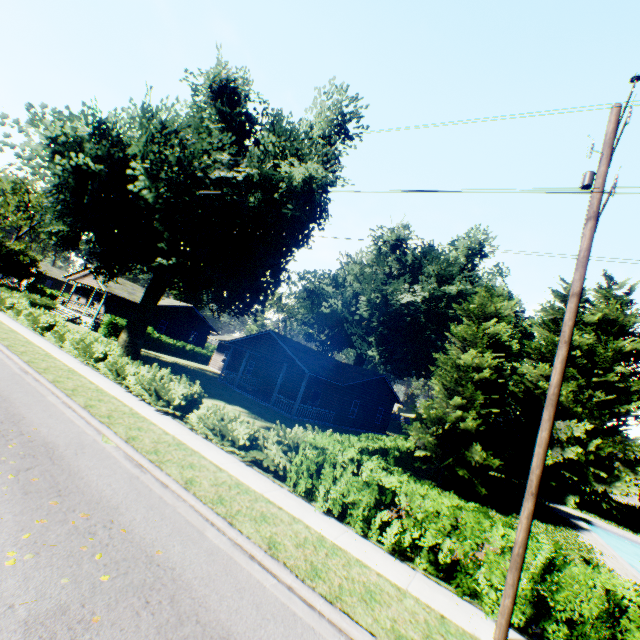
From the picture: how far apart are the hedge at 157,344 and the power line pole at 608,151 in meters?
37.6 m

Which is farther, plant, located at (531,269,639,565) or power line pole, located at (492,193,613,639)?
plant, located at (531,269,639,565)

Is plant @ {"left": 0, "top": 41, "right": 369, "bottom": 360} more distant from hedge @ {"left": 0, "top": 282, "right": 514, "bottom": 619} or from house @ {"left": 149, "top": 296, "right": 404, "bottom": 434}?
house @ {"left": 149, "top": 296, "right": 404, "bottom": 434}

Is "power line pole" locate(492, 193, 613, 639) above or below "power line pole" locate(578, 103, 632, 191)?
below

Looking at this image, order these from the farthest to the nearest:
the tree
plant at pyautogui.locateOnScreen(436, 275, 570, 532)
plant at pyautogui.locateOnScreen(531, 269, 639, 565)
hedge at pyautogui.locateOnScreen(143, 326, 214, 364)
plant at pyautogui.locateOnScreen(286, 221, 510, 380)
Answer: hedge at pyautogui.locateOnScreen(143, 326, 214, 364)
plant at pyautogui.locateOnScreen(286, 221, 510, 380)
plant at pyautogui.locateOnScreen(531, 269, 639, 565)
plant at pyautogui.locateOnScreen(436, 275, 570, 532)
the tree

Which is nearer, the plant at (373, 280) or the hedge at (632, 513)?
the hedge at (632, 513)

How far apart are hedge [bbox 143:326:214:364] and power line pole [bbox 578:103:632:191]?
37.6 meters

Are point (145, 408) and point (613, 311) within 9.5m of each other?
no
